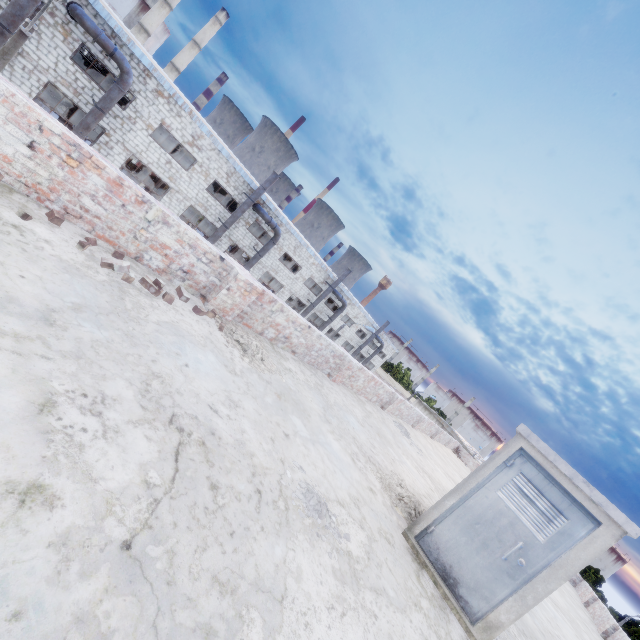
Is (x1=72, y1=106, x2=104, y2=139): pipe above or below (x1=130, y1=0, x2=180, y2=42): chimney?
below

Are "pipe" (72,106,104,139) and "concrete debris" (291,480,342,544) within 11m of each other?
no

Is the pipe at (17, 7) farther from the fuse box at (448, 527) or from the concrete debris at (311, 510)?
the fuse box at (448, 527)

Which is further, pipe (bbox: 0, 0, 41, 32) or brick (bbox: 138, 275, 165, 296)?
pipe (bbox: 0, 0, 41, 32)

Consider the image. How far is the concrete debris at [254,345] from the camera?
4.9m

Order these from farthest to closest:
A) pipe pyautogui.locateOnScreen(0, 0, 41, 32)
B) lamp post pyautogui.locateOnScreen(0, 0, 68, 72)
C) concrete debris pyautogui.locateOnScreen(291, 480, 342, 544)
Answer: pipe pyautogui.locateOnScreen(0, 0, 41, 32)
lamp post pyautogui.locateOnScreen(0, 0, 68, 72)
concrete debris pyautogui.locateOnScreen(291, 480, 342, 544)

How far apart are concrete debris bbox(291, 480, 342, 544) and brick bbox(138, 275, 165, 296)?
2.6m

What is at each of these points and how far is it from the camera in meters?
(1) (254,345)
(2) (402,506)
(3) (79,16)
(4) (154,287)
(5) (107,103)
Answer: (1) concrete debris, 5.3
(2) concrete debris, 5.5
(3) pipe, 14.6
(4) brick, 4.0
(5) pipe, 16.7
